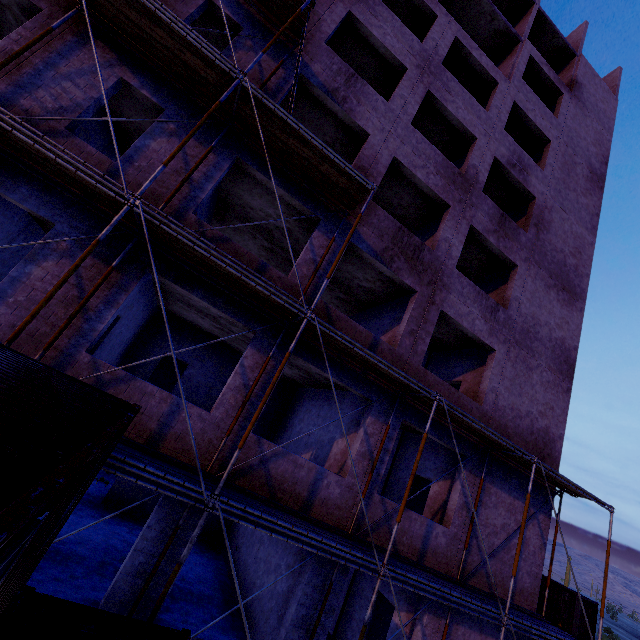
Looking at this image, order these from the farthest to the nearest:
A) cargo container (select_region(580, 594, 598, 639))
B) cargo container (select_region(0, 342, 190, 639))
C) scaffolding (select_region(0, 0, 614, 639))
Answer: cargo container (select_region(580, 594, 598, 639)) → scaffolding (select_region(0, 0, 614, 639)) → cargo container (select_region(0, 342, 190, 639))

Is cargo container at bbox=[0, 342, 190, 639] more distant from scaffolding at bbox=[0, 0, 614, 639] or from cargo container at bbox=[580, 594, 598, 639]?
cargo container at bbox=[580, 594, 598, 639]

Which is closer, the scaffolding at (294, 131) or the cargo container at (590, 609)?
the scaffolding at (294, 131)

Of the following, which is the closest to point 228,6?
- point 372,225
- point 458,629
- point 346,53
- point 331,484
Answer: point 346,53

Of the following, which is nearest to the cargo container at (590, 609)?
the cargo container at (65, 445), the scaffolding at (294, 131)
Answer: the scaffolding at (294, 131)

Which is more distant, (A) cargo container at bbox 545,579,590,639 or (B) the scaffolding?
(A) cargo container at bbox 545,579,590,639

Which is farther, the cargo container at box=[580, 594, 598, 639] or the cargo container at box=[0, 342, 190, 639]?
the cargo container at box=[580, 594, 598, 639]
